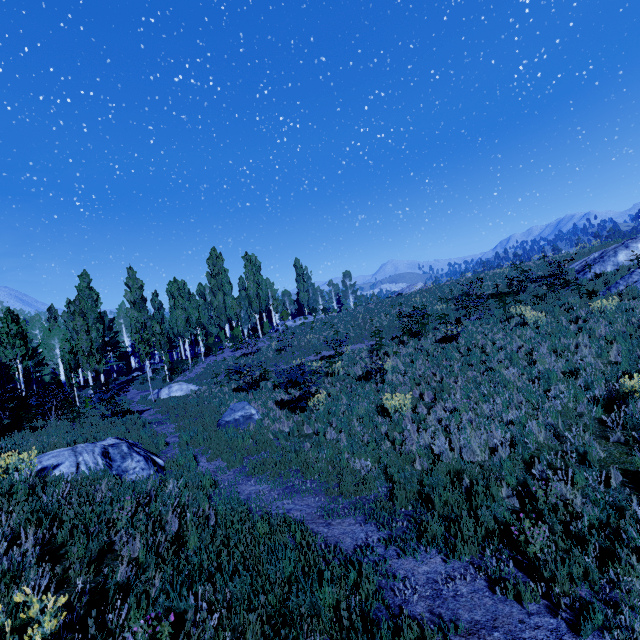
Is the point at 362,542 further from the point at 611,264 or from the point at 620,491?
the point at 611,264

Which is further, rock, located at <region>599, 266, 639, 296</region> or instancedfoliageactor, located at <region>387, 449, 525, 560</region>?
rock, located at <region>599, 266, 639, 296</region>

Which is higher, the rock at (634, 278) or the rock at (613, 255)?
the rock at (613, 255)

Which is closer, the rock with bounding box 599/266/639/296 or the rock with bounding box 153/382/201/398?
the rock with bounding box 599/266/639/296

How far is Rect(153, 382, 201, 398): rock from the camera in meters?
20.8

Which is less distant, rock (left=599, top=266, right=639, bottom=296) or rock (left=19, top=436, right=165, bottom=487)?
rock (left=19, top=436, right=165, bottom=487)

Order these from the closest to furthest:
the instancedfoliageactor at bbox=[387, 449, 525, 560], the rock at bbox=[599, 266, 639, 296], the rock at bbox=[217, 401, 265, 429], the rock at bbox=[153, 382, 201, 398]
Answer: the instancedfoliageactor at bbox=[387, 449, 525, 560]
the rock at bbox=[217, 401, 265, 429]
the rock at bbox=[599, 266, 639, 296]
the rock at bbox=[153, 382, 201, 398]

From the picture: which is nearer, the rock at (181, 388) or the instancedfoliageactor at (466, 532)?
the instancedfoliageactor at (466, 532)
